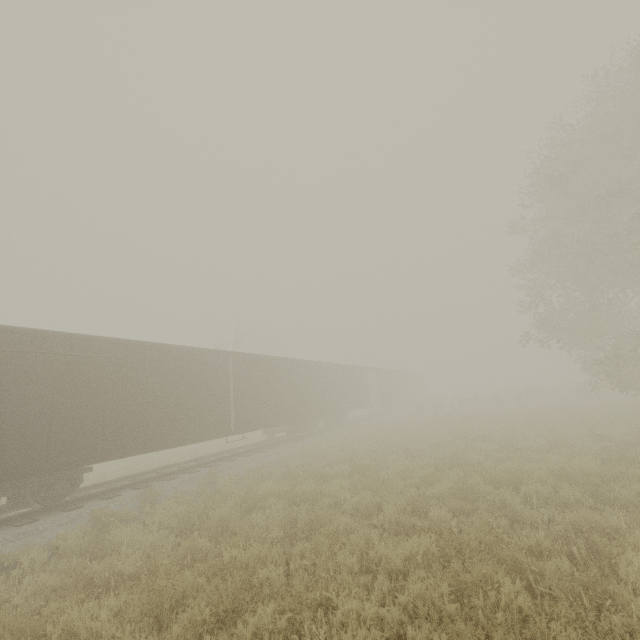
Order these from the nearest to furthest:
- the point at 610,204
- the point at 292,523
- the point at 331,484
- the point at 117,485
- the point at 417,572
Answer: the point at 417,572, the point at 292,523, the point at 331,484, the point at 117,485, the point at 610,204
